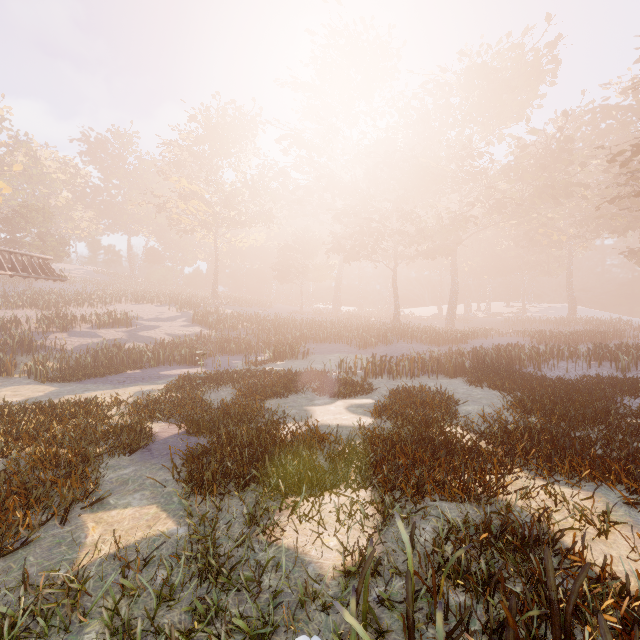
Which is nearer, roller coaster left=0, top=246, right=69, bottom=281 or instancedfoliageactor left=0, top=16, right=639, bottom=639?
instancedfoliageactor left=0, top=16, right=639, bottom=639

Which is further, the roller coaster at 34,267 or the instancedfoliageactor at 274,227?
the roller coaster at 34,267

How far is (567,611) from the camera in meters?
2.6 m
